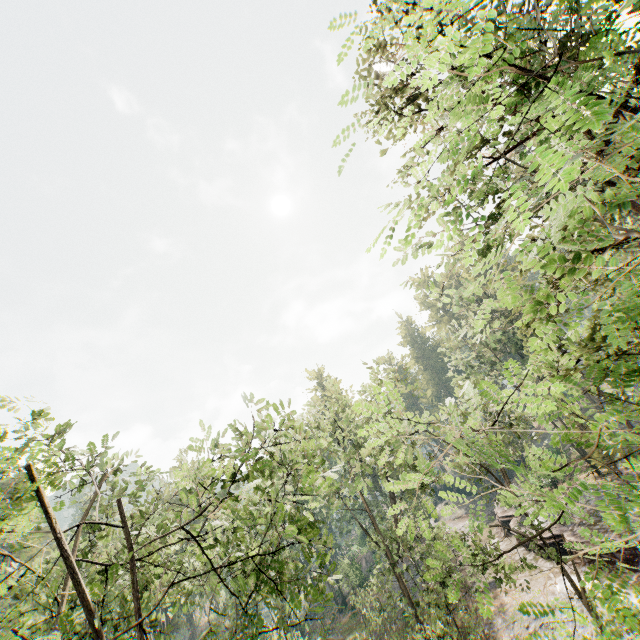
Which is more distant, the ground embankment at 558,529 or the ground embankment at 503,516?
the ground embankment at 503,516

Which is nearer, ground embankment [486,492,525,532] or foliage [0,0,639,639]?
foliage [0,0,639,639]

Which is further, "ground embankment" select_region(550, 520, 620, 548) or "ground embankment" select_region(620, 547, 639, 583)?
"ground embankment" select_region(550, 520, 620, 548)

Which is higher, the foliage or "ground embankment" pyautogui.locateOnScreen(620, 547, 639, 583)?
the foliage

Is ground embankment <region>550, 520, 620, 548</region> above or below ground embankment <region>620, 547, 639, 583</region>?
above

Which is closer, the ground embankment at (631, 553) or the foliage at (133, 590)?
the foliage at (133, 590)

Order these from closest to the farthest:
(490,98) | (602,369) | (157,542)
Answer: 1. (490,98)
2. (602,369)
3. (157,542)
